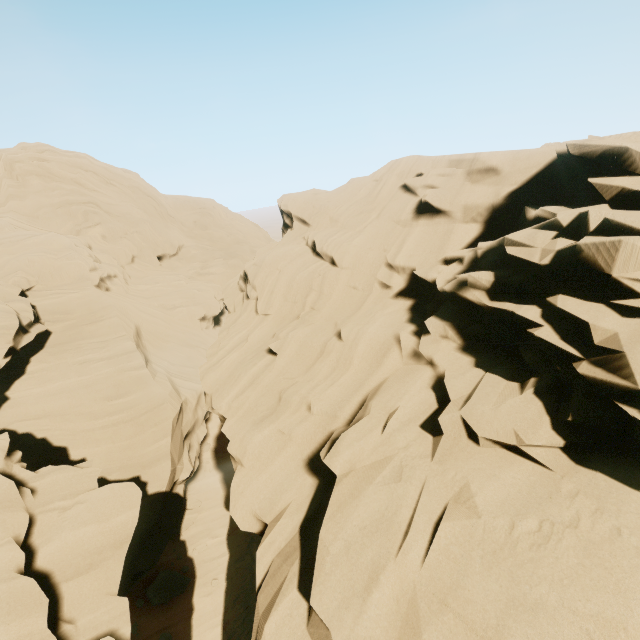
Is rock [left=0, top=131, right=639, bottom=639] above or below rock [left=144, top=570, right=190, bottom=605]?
above

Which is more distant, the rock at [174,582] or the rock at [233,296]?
the rock at [174,582]

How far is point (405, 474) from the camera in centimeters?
410cm

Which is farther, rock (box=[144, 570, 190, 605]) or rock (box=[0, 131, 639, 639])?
rock (box=[144, 570, 190, 605])

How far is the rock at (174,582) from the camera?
14.4m

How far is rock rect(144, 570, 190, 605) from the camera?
14.4m
